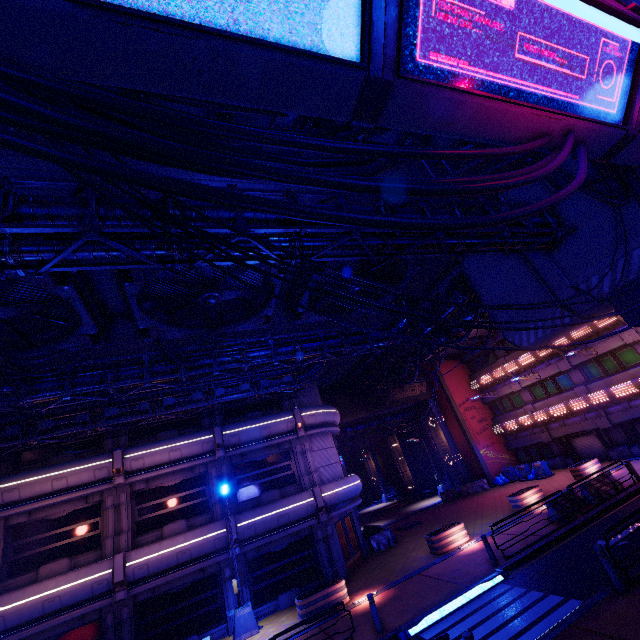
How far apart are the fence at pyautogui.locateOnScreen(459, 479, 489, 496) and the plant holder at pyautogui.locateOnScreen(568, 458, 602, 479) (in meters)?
8.24

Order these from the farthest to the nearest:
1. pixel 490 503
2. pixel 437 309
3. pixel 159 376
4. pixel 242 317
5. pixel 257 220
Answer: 1. pixel 490 503
2. pixel 437 309
3. pixel 242 317
4. pixel 159 376
5. pixel 257 220

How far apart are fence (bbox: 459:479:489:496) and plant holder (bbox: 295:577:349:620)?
19.0 meters

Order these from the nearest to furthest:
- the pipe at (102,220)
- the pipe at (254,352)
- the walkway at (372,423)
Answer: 1. the pipe at (102,220)
2. the pipe at (254,352)
3. the walkway at (372,423)

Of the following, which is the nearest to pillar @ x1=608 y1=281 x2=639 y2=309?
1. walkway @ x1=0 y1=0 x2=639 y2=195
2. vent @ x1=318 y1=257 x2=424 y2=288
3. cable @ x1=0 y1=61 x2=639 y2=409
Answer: walkway @ x1=0 y1=0 x2=639 y2=195

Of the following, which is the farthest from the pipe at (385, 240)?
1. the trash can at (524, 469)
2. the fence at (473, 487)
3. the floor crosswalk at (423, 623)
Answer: the fence at (473, 487)

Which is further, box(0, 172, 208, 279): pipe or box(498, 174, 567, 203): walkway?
box(498, 174, 567, 203): walkway

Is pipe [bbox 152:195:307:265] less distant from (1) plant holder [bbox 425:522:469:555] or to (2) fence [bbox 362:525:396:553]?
(1) plant holder [bbox 425:522:469:555]
